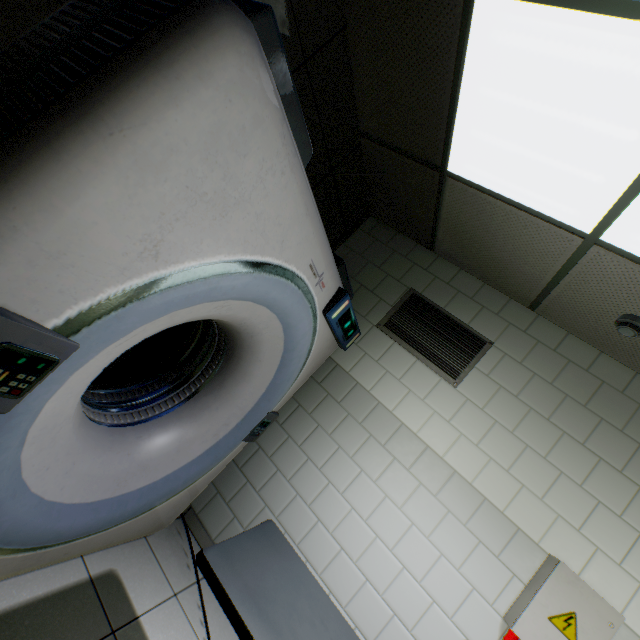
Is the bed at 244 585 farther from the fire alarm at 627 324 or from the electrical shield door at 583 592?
the fire alarm at 627 324

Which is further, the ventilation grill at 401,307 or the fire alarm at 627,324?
the ventilation grill at 401,307

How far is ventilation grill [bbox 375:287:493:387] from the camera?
2.70m

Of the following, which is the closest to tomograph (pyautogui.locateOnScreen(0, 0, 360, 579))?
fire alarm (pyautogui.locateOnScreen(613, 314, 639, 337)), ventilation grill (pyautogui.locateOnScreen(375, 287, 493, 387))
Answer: ventilation grill (pyautogui.locateOnScreen(375, 287, 493, 387))

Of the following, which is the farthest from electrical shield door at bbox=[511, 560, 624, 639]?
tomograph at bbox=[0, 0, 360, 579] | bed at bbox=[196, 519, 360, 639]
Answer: tomograph at bbox=[0, 0, 360, 579]

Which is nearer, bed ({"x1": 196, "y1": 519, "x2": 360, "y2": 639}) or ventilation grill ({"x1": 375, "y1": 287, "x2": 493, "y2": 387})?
bed ({"x1": 196, "y1": 519, "x2": 360, "y2": 639})

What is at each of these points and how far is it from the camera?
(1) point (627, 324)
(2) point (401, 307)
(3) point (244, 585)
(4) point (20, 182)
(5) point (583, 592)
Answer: (1) fire alarm, 2.03m
(2) ventilation grill, 3.01m
(3) bed, 1.07m
(4) tomograph, 0.69m
(5) electrical shield door, 1.89m

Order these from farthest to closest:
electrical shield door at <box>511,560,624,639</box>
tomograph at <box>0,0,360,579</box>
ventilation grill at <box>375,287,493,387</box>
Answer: ventilation grill at <box>375,287,493,387</box>
electrical shield door at <box>511,560,624,639</box>
tomograph at <box>0,0,360,579</box>
